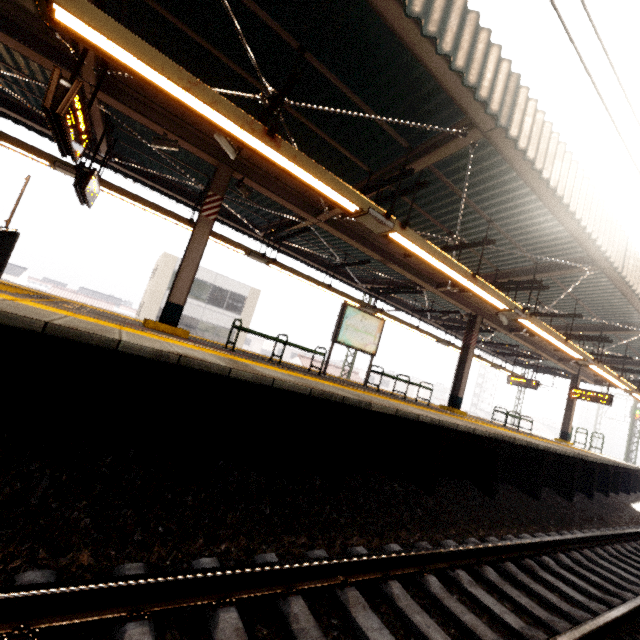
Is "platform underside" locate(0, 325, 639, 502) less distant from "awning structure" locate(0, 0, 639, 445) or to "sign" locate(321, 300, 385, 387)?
"awning structure" locate(0, 0, 639, 445)

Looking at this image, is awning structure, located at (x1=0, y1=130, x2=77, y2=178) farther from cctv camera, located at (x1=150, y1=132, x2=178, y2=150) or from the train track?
the train track

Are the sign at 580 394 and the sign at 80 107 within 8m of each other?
no

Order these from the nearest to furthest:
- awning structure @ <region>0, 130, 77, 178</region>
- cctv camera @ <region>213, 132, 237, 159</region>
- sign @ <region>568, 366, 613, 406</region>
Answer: cctv camera @ <region>213, 132, 237, 159</region> → awning structure @ <region>0, 130, 77, 178</region> → sign @ <region>568, 366, 613, 406</region>

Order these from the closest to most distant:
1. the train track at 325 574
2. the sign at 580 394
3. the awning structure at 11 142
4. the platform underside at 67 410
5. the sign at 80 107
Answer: the train track at 325 574, the platform underside at 67 410, the sign at 80 107, the awning structure at 11 142, the sign at 580 394

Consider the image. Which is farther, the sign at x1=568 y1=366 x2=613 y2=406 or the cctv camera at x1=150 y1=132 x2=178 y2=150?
the sign at x1=568 y1=366 x2=613 y2=406

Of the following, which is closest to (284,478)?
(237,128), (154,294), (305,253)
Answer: (237,128)

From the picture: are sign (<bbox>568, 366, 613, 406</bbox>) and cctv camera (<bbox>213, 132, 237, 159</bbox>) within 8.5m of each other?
no
